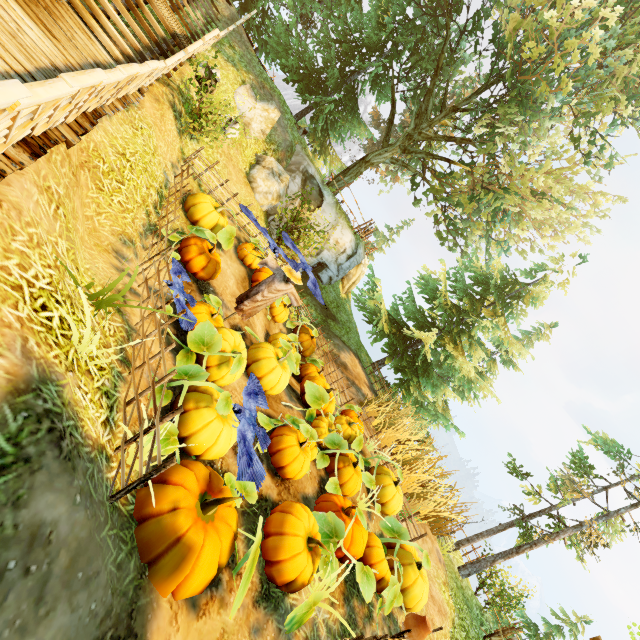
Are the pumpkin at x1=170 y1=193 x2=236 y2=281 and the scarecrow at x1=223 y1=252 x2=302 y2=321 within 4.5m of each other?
yes

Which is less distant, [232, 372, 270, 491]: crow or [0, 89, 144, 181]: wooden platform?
[0, 89, 144, 181]: wooden platform

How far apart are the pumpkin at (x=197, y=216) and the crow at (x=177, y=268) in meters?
1.6 m

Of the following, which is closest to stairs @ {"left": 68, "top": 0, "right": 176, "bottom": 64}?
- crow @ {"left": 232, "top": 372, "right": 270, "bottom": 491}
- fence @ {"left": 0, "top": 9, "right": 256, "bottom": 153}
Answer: fence @ {"left": 0, "top": 9, "right": 256, "bottom": 153}

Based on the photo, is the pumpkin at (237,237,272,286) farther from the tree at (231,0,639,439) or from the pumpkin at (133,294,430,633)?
the tree at (231,0,639,439)

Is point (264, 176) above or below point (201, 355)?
above

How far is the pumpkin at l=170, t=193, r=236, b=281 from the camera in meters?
6.9 m

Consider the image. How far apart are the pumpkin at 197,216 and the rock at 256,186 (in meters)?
5.38
